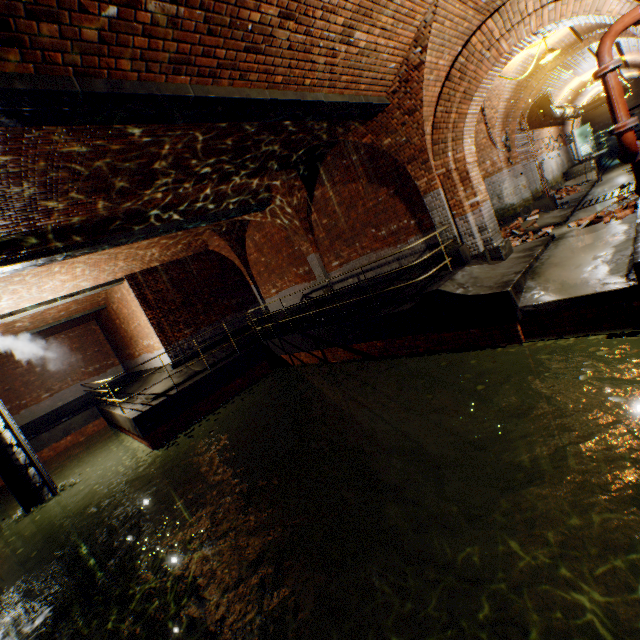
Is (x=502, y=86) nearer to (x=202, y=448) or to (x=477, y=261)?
(x=477, y=261)

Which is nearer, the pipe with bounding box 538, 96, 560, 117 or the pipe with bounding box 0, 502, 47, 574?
the pipe with bounding box 0, 502, 47, 574

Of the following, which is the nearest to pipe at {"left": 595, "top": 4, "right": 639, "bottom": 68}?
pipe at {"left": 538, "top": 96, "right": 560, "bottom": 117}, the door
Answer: the door

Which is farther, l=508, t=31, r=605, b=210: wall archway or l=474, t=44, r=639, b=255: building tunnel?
l=508, t=31, r=605, b=210: wall archway

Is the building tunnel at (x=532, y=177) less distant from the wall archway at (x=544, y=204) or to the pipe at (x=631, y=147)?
the wall archway at (x=544, y=204)

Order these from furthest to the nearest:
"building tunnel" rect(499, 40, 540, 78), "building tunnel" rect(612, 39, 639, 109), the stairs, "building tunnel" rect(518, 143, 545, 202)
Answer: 1. the stairs
2. "building tunnel" rect(518, 143, 545, 202)
3. "building tunnel" rect(612, 39, 639, 109)
4. "building tunnel" rect(499, 40, 540, 78)

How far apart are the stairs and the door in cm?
774

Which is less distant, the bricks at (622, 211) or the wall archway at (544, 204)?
the bricks at (622, 211)
